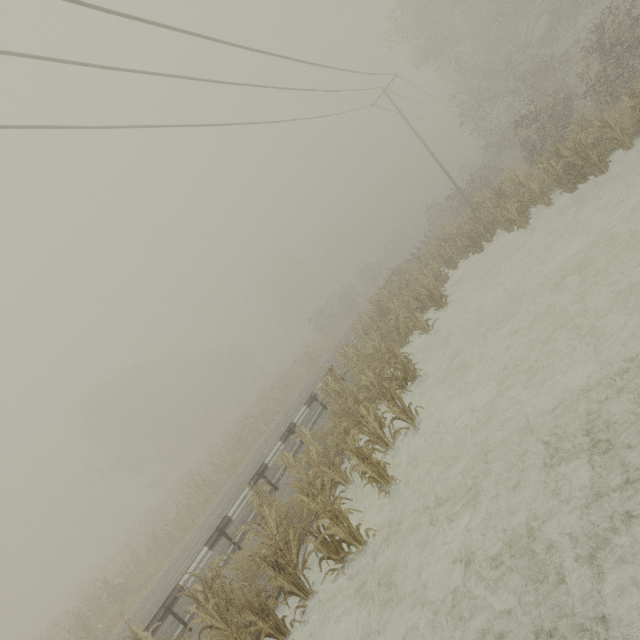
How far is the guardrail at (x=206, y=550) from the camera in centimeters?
890cm

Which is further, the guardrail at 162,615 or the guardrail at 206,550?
the guardrail at 206,550

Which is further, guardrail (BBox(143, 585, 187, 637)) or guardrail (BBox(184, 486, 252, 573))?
guardrail (BBox(184, 486, 252, 573))

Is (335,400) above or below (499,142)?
below

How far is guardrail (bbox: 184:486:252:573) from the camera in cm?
890
